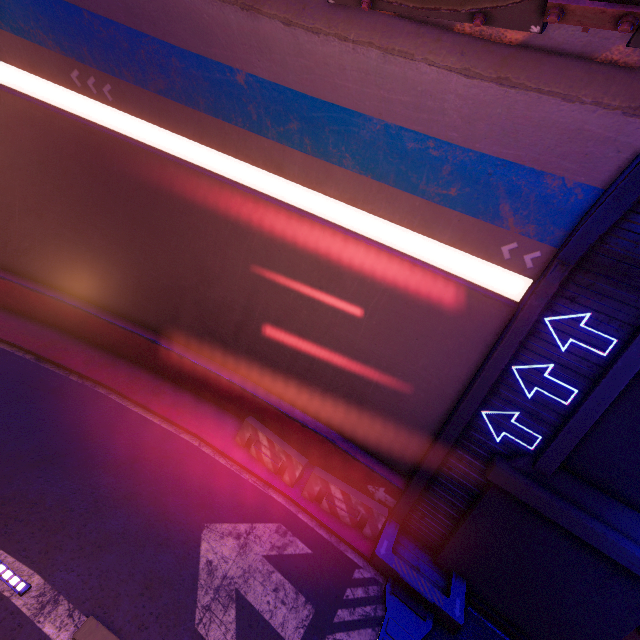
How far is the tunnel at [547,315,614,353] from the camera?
7.2m

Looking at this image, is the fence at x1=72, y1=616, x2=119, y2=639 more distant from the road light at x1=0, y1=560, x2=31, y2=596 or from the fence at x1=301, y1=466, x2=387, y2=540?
the fence at x1=301, y1=466, x2=387, y2=540

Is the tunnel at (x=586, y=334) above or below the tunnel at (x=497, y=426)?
above

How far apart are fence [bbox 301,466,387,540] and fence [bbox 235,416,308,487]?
0.22m

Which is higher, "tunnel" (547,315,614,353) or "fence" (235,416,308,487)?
Answer: "tunnel" (547,315,614,353)

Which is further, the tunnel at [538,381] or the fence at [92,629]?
the tunnel at [538,381]

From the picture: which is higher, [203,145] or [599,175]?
[599,175]

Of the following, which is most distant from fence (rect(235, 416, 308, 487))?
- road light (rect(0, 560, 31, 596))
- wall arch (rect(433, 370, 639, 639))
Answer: road light (rect(0, 560, 31, 596))
